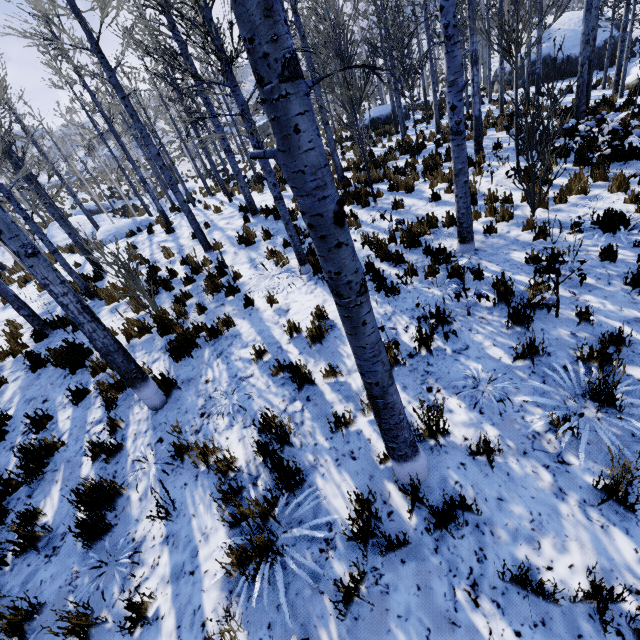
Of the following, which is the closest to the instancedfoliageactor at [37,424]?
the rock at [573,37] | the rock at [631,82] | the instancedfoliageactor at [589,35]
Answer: the instancedfoliageactor at [589,35]

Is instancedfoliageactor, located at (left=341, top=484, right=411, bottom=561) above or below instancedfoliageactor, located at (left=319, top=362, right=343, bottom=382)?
below

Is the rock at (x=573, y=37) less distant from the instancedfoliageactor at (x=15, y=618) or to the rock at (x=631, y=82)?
the instancedfoliageactor at (x=15, y=618)

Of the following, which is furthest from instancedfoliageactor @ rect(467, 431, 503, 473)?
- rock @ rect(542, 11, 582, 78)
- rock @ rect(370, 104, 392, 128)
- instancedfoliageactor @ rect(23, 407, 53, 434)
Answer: rock @ rect(542, 11, 582, 78)

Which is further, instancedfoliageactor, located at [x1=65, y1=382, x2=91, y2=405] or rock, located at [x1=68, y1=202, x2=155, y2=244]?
rock, located at [x1=68, y1=202, x2=155, y2=244]

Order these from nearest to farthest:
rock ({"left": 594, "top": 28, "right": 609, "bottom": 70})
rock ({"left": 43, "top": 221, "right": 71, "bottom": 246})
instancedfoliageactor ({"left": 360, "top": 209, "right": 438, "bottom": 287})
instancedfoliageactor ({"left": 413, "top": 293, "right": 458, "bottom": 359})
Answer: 1. instancedfoliageactor ({"left": 413, "top": 293, "right": 458, "bottom": 359})
2. instancedfoliageactor ({"left": 360, "top": 209, "right": 438, "bottom": 287})
3. rock ({"left": 43, "top": 221, "right": 71, "bottom": 246})
4. rock ({"left": 594, "top": 28, "right": 609, "bottom": 70})

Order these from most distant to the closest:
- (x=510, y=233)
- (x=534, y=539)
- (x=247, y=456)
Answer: (x=510, y=233) → (x=247, y=456) → (x=534, y=539)

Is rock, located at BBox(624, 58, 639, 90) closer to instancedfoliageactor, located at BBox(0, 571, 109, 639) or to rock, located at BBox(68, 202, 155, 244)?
instancedfoliageactor, located at BBox(0, 571, 109, 639)
